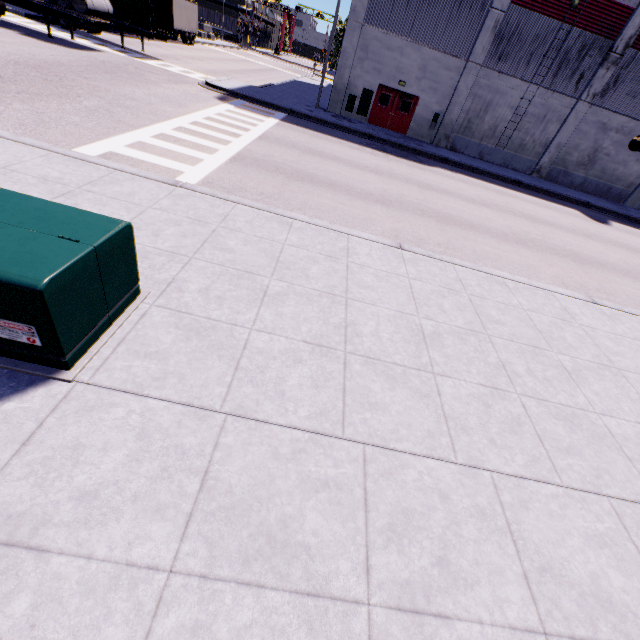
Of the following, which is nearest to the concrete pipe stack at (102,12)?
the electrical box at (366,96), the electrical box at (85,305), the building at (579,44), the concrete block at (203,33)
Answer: the building at (579,44)

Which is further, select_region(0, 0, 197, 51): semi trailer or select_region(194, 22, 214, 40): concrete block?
select_region(194, 22, 214, 40): concrete block

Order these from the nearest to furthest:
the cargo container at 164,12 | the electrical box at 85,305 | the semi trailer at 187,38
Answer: the electrical box at 85,305, the semi trailer at 187,38, the cargo container at 164,12

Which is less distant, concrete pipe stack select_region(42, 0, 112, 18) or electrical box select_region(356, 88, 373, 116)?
concrete pipe stack select_region(42, 0, 112, 18)

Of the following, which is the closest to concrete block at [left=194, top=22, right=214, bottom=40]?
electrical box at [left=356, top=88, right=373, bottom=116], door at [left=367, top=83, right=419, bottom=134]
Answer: electrical box at [left=356, top=88, right=373, bottom=116]

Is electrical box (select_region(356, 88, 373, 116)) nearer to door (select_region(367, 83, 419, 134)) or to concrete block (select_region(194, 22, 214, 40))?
door (select_region(367, 83, 419, 134))

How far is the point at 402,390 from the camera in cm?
395

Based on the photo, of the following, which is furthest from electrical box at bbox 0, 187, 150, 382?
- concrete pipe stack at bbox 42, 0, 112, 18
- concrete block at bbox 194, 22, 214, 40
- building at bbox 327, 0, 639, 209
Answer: concrete block at bbox 194, 22, 214, 40
